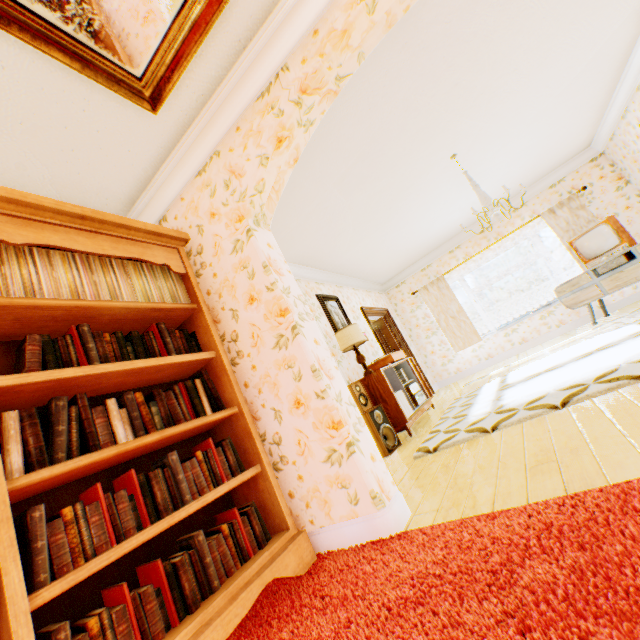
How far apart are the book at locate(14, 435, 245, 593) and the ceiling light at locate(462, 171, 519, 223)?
4.0 meters

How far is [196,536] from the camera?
1.6 meters

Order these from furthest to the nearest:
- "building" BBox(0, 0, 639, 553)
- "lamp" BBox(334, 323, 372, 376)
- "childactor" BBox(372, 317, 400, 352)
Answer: "childactor" BBox(372, 317, 400, 352), "lamp" BBox(334, 323, 372, 376), "building" BBox(0, 0, 639, 553)

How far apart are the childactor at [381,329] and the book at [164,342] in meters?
6.3 m

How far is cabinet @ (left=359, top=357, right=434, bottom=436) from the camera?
4.4m

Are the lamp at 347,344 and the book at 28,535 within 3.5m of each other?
yes

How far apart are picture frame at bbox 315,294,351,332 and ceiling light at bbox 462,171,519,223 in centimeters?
244cm

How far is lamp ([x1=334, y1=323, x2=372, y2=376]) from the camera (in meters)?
4.75
